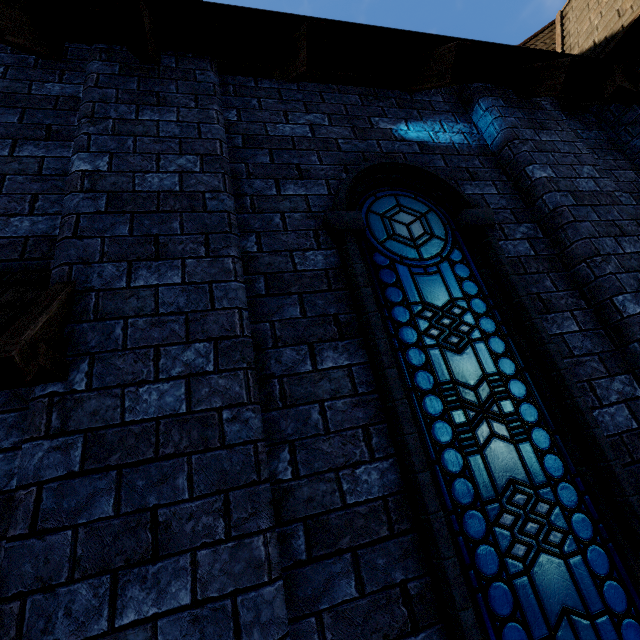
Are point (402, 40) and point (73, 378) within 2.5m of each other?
no
